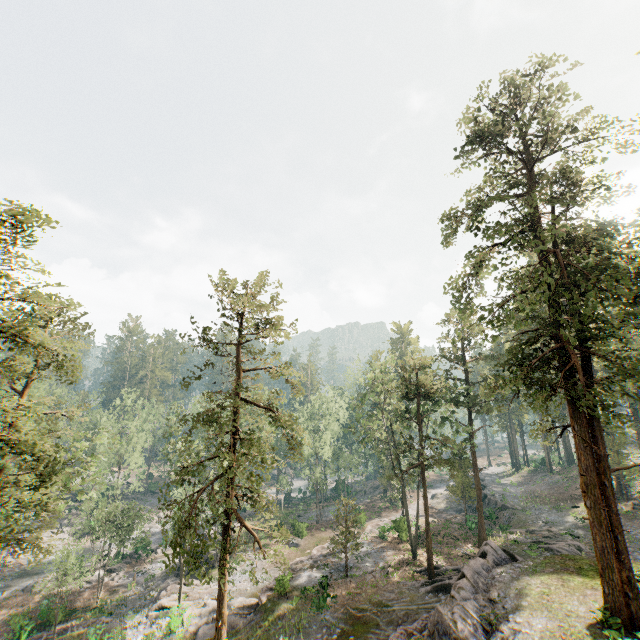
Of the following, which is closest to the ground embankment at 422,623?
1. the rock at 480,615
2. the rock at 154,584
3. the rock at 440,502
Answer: the rock at 480,615

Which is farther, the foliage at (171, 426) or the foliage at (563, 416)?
the foliage at (171, 426)

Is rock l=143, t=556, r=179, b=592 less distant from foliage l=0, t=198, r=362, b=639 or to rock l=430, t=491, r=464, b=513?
foliage l=0, t=198, r=362, b=639

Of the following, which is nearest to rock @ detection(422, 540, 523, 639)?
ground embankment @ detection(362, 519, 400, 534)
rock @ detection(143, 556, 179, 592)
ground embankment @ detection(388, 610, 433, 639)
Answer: ground embankment @ detection(388, 610, 433, 639)

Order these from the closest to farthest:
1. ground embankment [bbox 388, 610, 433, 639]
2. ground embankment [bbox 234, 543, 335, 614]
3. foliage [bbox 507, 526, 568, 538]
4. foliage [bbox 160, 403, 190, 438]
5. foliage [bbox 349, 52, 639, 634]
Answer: foliage [bbox 349, 52, 639, 634], ground embankment [bbox 388, 610, 433, 639], foliage [bbox 160, 403, 190, 438], ground embankment [bbox 234, 543, 335, 614], foliage [bbox 507, 526, 568, 538]

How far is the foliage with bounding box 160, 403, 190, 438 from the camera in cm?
2033

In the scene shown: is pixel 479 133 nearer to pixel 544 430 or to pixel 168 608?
pixel 544 430

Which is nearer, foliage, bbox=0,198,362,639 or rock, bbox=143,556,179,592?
foliage, bbox=0,198,362,639
